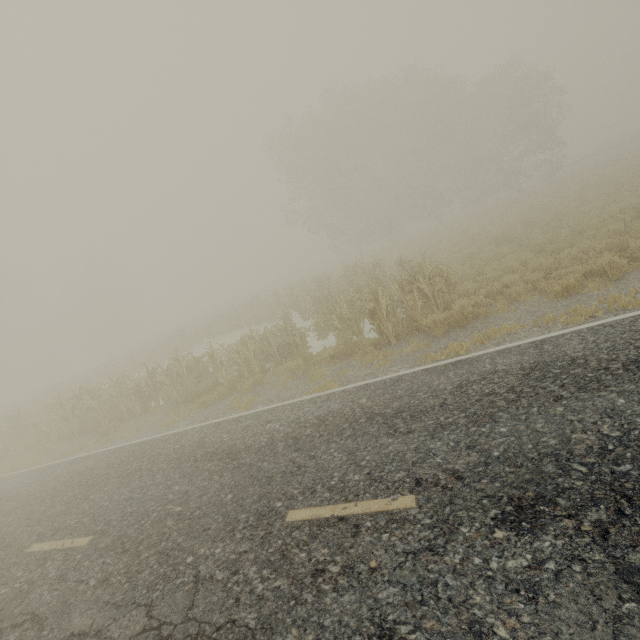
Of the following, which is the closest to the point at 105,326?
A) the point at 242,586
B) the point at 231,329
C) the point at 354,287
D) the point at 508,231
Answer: the point at 231,329
